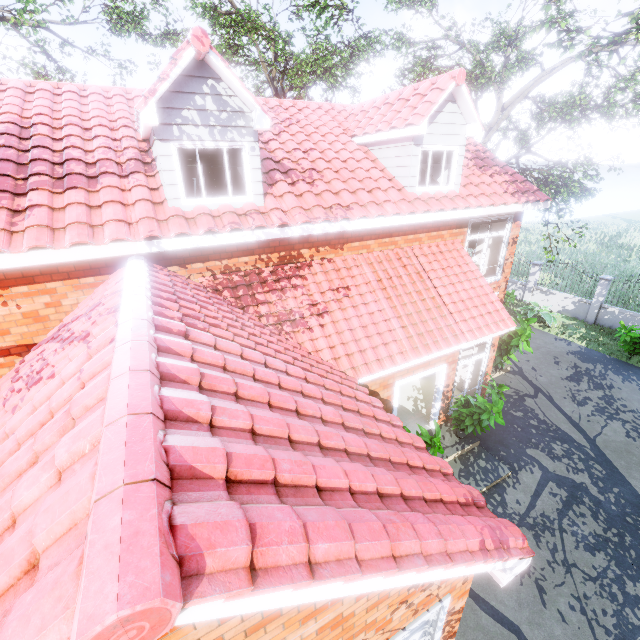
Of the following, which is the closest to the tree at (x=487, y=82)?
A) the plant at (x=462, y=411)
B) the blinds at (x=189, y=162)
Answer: the plant at (x=462, y=411)

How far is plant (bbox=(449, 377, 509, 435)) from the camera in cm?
801

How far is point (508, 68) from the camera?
13.45m

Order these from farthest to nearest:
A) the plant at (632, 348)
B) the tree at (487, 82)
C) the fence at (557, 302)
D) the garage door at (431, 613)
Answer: the fence at (557, 302), the plant at (632, 348), the tree at (487, 82), the garage door at (431, 613)

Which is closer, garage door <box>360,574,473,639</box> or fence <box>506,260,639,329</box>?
garage door <box>360,574,473,639</box>

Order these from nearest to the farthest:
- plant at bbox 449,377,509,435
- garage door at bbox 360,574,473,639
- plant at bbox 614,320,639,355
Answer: garage door at bbox 360,574,473,639, plant at bbox 449,377,509,435, plant at bbox 614,320,639,355

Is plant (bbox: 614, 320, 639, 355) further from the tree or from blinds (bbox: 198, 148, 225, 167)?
blinds (bbox: 198, 148, 225, 167)

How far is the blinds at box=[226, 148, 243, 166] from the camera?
6.6 meters
